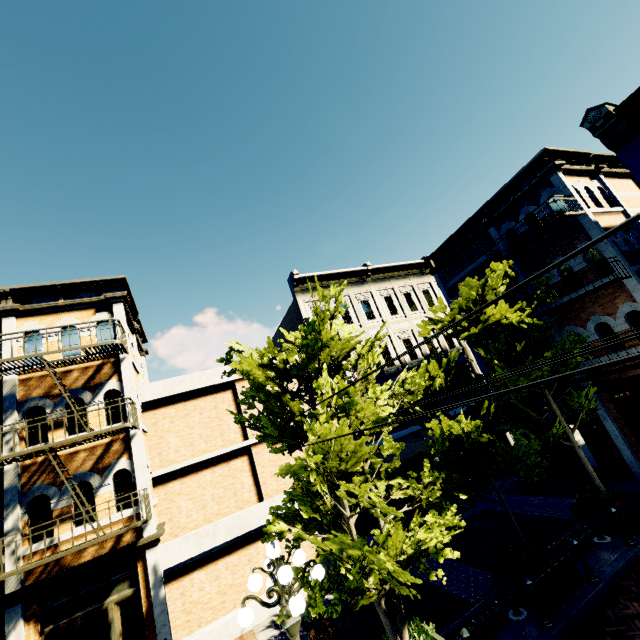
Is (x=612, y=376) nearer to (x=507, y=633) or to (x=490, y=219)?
(x=490, y=219)

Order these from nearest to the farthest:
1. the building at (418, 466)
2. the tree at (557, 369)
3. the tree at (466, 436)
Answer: the tree at (466, 436)
the tree at (557, 369)
the building at (418, 466)

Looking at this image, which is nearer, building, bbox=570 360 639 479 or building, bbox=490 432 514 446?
building, bbox=570 360 639 479

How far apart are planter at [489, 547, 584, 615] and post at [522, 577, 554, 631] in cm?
16

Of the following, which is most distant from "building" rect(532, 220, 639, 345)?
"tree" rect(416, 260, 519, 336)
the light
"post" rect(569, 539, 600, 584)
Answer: the light

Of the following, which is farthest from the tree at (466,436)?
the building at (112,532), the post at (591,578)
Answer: the post at (591,578)

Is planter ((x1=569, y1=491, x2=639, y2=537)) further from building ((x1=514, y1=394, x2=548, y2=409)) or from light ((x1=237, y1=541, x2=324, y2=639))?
light ((x1=237, y1=541, x2=324, y2=639))

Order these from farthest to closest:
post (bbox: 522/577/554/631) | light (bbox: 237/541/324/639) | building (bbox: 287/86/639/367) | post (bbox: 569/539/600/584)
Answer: building (bbox: 287/86/639/367) < post (bbox: 569/539/600/584) < post (bbox: 522/577/554/631) < light (bbox: 237/541/324/639)
